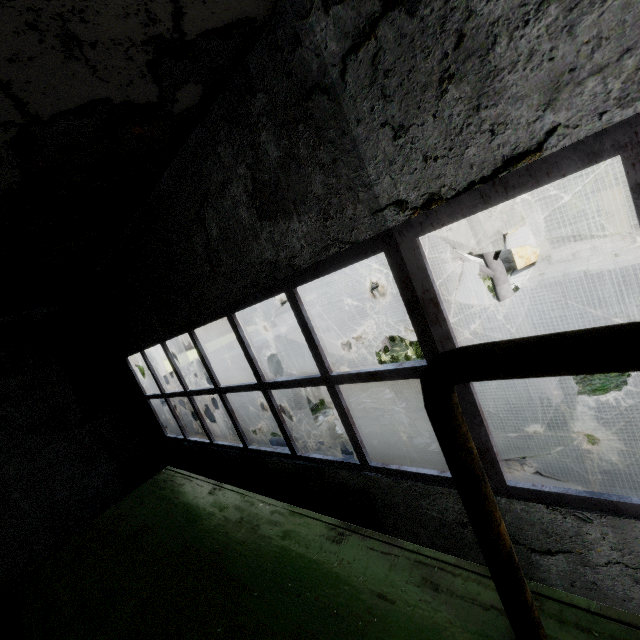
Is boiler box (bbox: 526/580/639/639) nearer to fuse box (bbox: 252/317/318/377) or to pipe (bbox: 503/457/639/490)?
pipe (bbox: 503/457/639/490)

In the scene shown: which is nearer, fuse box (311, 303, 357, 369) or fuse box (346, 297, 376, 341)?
fuse box (311, 303, 357, 369)

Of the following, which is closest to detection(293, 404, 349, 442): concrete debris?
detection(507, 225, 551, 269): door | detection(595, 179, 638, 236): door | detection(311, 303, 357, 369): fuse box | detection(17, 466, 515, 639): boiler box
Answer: detection(311, 303, 357, 369): fuse box

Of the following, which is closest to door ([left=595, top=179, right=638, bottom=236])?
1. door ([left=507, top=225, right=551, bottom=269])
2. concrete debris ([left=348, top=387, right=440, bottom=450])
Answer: door ([left=507, top=225, right=551, bottom=269])

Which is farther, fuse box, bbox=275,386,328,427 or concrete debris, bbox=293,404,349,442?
fuse box, bbox=275,386,328,427

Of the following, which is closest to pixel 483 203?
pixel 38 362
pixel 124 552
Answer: pixel 124 552

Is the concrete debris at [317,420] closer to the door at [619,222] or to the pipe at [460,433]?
the pipe at [460,433]

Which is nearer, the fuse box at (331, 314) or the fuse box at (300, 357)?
the fuse box at (300, 357)
